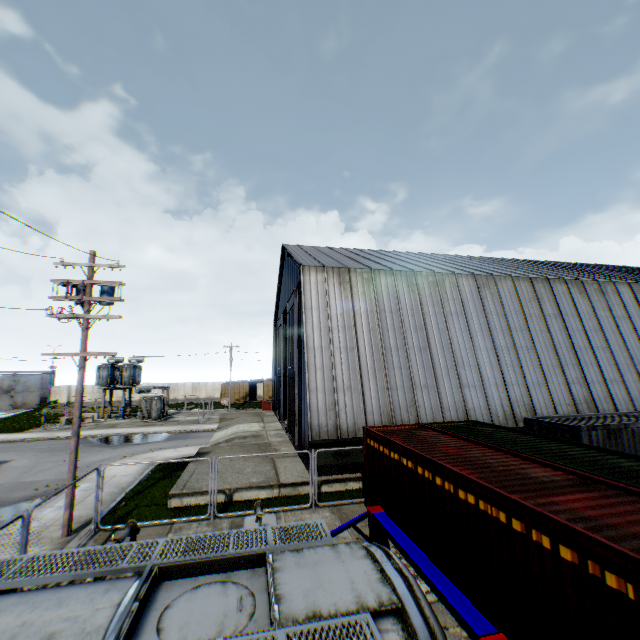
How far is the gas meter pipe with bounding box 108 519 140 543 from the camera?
7.7 meters

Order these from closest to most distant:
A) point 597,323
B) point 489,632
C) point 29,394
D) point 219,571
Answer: point 489,632 → point 219,571 → point 597,323 → point 29,394

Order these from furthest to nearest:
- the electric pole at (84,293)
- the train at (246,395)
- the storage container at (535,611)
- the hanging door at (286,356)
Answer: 1. the train at (246,395)
2. the hanging door at (286,356)
3. the electric pole at (84,293)
4. the storage container at (535,611)

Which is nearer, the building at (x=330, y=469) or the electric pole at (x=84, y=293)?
the electric pole at (x=84, y=293)

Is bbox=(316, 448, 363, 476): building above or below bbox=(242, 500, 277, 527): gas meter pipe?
below

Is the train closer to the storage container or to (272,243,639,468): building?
(272,243,639,468): building

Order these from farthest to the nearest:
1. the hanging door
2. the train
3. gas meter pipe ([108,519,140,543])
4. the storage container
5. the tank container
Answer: the train < the hanging door < gas meter pipe ([108,519,140,543]) < the storage container < the tank container

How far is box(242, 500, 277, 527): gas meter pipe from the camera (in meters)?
7.85
